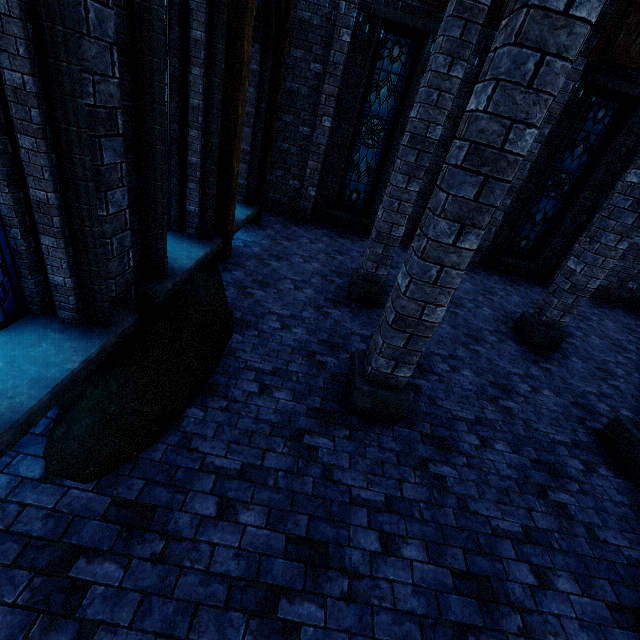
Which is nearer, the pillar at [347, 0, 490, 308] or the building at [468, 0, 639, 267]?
the pillar at [347, 0, 490, 308]

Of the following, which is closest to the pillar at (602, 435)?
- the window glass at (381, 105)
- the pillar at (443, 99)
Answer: the pillar at (443, 99)

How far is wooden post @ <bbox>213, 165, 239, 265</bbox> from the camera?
5.98m

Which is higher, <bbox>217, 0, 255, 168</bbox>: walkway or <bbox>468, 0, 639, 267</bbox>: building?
<bbox>468, 0, 639, 267</bbox>: building

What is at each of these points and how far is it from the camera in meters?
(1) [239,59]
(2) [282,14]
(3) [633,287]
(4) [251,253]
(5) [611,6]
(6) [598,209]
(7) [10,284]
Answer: (1) walkway, 5.0 m
(2) walkway, 6.8 m
(3) building, 11.1 m
(4) wooden post, 7.5 m
(5) building, 7.5 m
(6) building, 9.8 m
(7) window glass, 3.0 m

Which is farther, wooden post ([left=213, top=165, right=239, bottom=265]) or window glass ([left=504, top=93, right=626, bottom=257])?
window glass ([left=504, top=93, right=626, bottom=257])

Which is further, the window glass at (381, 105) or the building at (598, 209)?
the building at (598, 209)
